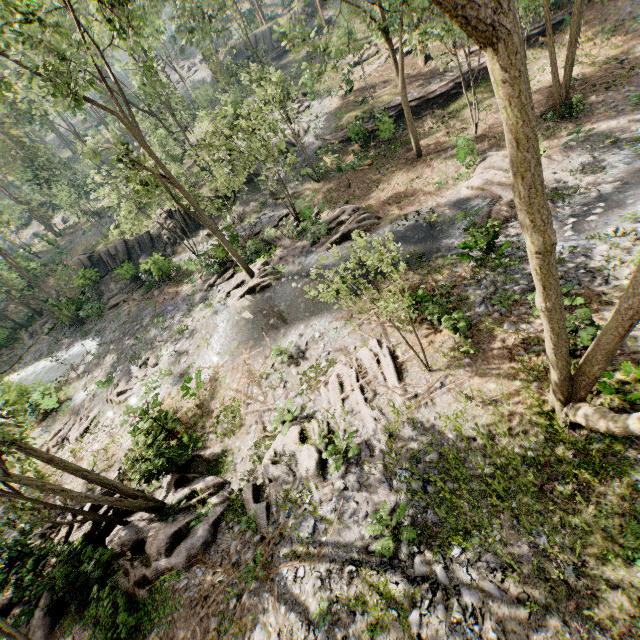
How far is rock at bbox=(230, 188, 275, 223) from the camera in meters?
29.7 m

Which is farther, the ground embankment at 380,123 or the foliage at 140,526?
the ground embankment at 380,123

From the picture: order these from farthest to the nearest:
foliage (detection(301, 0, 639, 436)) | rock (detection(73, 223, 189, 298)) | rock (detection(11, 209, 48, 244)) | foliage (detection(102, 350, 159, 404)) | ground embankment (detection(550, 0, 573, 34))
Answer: rock (detection(11, 209, 48, 244)), rock (detection(73, 223, 189, 298)), ground embankment (detection(550, 0, 573, 34)), foliage (detection(102, 350, 159, 404)), foliage (detection(301, 0, 639, 436))

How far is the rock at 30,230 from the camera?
55.62m

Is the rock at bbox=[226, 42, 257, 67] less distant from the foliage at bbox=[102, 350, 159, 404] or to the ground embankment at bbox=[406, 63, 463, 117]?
the foliage at bbox=[102, 350, 159, 404]

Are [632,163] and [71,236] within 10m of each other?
no

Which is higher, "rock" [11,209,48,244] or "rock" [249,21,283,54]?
"rock" [249,21,283,54]

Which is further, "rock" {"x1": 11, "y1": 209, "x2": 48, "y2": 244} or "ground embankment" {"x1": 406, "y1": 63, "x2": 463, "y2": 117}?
"rock" {"x1": 11, "y1": 209, "x2": 48, "y2": 244}
